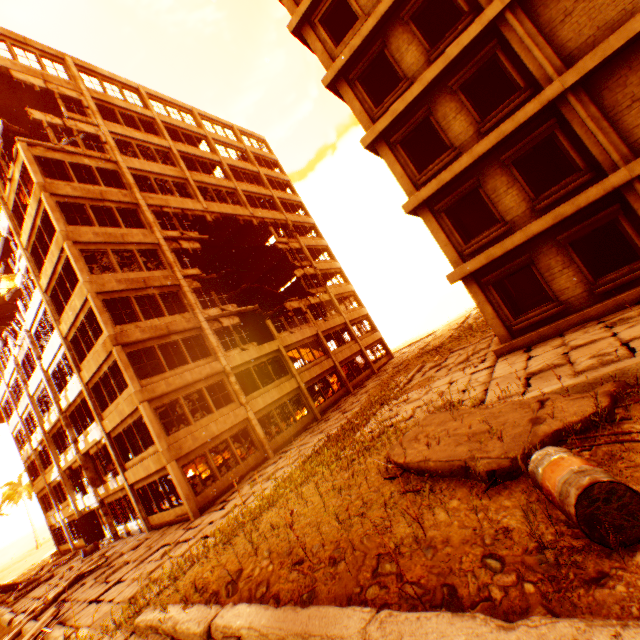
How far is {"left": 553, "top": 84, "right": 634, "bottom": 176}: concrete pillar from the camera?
8.8m

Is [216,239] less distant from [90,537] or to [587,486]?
[90,537]

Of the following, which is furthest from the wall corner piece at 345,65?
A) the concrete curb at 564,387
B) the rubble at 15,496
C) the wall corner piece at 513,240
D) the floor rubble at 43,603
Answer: the concrete curb at 564,387

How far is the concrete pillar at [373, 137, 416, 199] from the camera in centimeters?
1207cm

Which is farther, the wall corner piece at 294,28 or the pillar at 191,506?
the pillar at 191,506

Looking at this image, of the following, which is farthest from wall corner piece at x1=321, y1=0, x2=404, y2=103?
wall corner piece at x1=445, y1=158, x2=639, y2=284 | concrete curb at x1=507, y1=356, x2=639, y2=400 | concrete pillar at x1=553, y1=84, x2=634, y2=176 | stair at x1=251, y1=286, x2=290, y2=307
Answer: stair at x1=251, y1=286, x2=290, y2=307

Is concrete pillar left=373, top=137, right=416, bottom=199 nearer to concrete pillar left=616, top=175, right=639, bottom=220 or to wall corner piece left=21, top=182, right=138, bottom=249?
wall corner piece left=21, top=182, right=138, bottom=249

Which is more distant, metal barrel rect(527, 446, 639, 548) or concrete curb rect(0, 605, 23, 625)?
concrete curb rect(0, 605, 23, 625)
